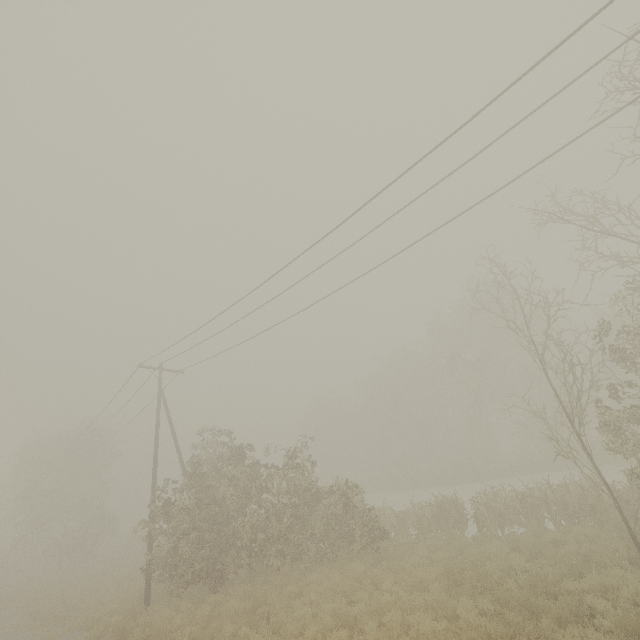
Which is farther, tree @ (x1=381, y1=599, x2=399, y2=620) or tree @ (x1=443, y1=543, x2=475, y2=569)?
tree @ (x1=443, y1=543, x2=475, y2=569)

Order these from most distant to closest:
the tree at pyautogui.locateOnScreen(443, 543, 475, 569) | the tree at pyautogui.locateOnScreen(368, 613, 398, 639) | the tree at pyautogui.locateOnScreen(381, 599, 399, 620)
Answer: the tree at pyautogui.locateOnScreen(443, 543, 475, 569) < the tree at pyautogui.locateOnScreen(381, 599, 399, 620) < the tree at pyautogui.locateOnScreen(368, 613, 398, 639)

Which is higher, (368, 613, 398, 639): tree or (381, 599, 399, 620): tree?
(381, 599, 399, 620): tree

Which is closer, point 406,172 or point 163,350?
point 406,172

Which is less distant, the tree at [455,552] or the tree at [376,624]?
the tree at [376,624]

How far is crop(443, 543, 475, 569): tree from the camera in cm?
1107

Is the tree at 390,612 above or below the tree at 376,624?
above
